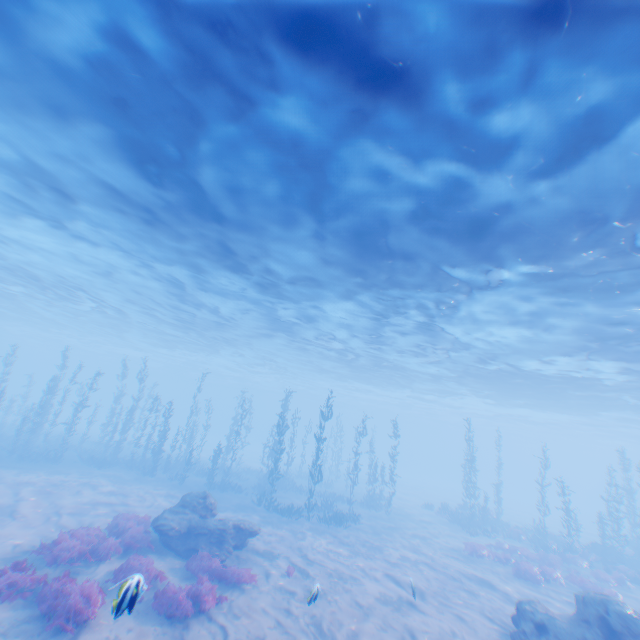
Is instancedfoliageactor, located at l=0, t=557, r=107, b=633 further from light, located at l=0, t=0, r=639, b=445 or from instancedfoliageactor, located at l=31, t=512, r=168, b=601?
light, located at l=0, t=0, r=639, b=445

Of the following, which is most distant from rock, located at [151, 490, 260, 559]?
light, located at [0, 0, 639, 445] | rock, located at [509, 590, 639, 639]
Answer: light, located at [0, 0, 639, 445]

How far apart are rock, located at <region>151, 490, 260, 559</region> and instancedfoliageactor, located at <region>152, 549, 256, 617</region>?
2.5 meters

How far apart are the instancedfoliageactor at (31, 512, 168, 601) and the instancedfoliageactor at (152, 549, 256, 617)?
3.3m

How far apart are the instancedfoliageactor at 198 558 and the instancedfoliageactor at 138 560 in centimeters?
333cm

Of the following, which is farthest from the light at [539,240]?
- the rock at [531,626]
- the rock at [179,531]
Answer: the rock at [179,531]

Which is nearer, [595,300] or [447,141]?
[447,141]

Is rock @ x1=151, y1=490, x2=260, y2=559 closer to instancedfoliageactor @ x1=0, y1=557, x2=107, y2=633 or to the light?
instancedfoliageactor @ x1=0, y1=557, x2=107, y2=633
